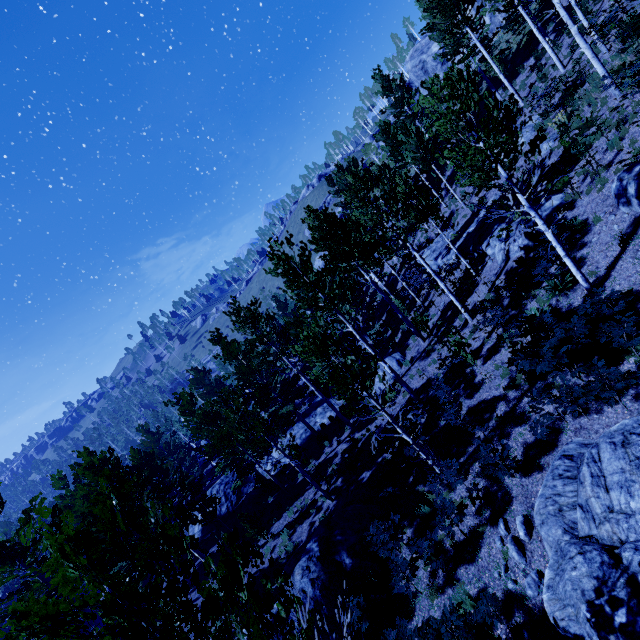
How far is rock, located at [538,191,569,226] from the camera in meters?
12.8

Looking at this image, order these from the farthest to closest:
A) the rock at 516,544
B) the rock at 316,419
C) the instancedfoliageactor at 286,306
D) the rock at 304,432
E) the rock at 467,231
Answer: the rock at 316,419, the rock at 304,432, the rock at 467,231, the rock at 516,544, the instancedfoliageactor at 286,306

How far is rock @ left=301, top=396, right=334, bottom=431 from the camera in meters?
25.5 m

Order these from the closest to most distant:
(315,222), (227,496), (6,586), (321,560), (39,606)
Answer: (39,606) < (321,560) < (315,222) < (227,496) < (6,586)

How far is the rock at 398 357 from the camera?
19.5 meters

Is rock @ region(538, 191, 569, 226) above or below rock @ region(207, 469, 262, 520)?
above
